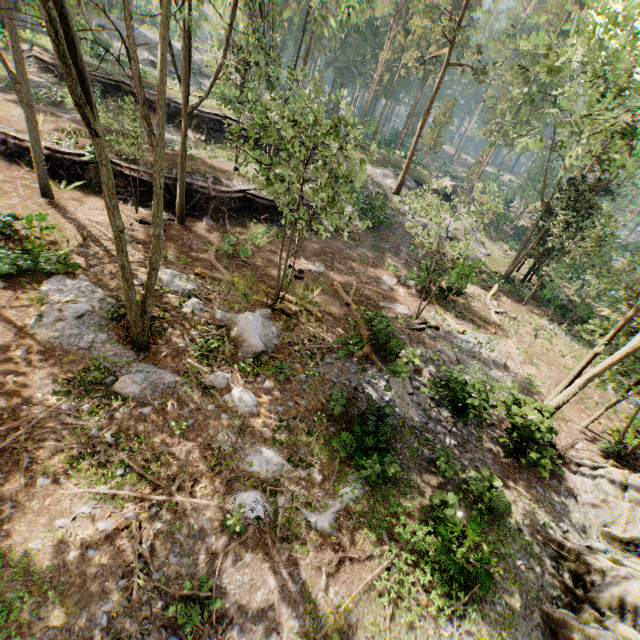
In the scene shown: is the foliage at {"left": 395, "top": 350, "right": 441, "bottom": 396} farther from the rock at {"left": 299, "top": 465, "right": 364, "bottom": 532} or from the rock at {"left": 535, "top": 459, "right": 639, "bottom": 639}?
the rock at {"left": 535, "top": 459, "right": 639, "bottom": 639}

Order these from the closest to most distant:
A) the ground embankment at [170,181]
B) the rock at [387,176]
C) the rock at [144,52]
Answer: the ground embankment at [170,181] < the rock at [387,176] < the rock at [144,52]

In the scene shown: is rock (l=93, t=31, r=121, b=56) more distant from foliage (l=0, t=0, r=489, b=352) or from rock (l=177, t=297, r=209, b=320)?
rock (l=177, t=297, r=209, b=320)

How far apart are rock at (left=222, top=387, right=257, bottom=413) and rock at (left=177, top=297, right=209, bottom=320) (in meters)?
1.30

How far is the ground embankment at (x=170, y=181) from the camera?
20.2 meters

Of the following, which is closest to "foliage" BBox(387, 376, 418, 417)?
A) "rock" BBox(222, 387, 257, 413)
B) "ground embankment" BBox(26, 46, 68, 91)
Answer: "rock" BBox(222, 387, 257, 413)

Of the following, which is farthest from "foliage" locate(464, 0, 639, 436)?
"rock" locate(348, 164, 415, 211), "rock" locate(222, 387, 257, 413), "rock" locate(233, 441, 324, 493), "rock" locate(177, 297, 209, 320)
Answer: "rock" locate(233, 441, 324, 493)

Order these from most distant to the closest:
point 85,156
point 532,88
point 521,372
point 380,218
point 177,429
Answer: point 380,218 < point 532,88 < point 85,156 < point 521,372 < point 177,429
